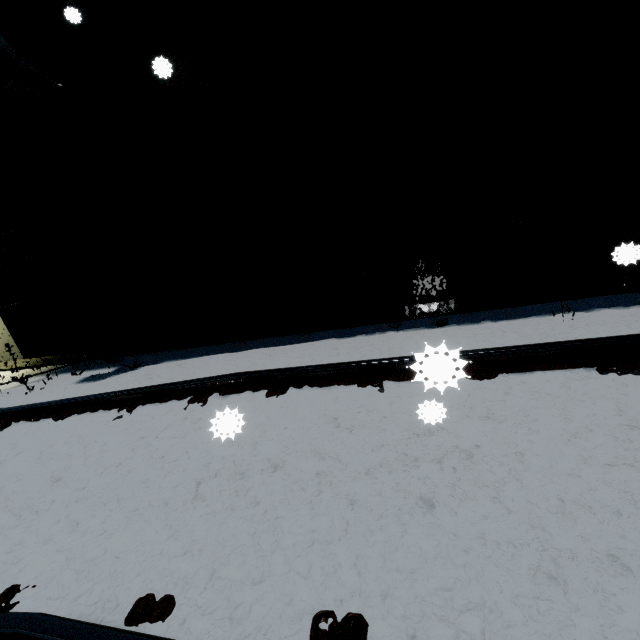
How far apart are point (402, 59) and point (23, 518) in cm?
577
